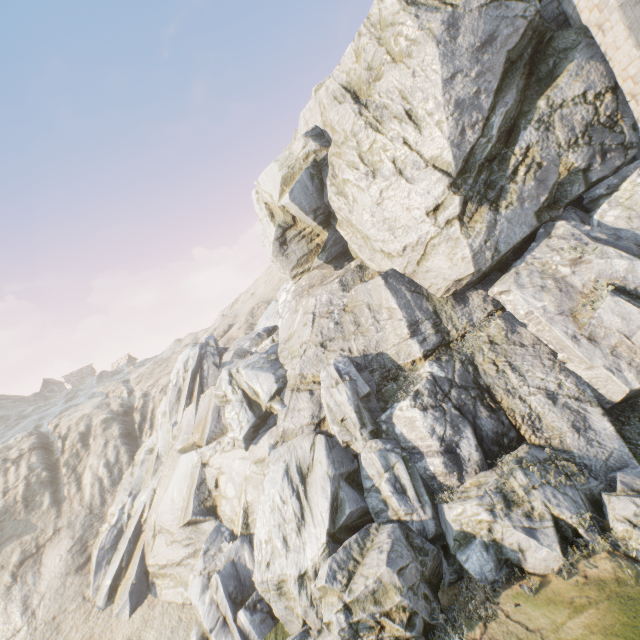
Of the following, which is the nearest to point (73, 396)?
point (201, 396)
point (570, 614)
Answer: point (201, 396)
